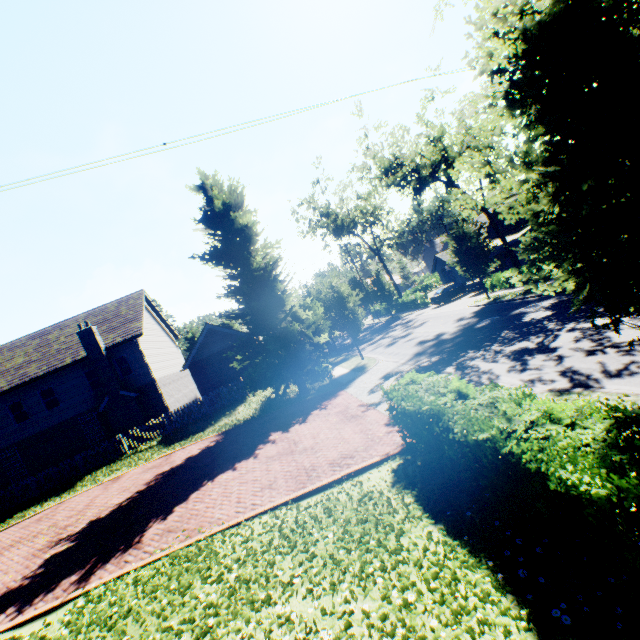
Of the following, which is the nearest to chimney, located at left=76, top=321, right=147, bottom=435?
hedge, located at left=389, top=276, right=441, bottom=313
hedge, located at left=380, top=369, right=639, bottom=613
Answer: hedge, located at left=380, top=369, right=639, bottom=613

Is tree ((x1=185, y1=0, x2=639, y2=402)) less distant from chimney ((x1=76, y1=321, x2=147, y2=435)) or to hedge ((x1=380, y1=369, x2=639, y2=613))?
hedge ((x1=380, y1=369, x2=639, y2=613))

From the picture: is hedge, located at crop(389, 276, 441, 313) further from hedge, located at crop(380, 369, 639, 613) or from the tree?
hedge, located at crop(380, 369, 639, 613)

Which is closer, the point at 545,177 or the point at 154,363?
the point at 545,177

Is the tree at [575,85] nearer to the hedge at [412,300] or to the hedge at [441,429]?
the hedge at [412,300]

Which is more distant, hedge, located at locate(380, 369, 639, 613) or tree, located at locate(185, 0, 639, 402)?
tree, located at locate(185, 0, 639, 402)

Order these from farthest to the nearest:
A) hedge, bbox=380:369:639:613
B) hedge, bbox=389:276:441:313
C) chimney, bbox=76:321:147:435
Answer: hedge, bbox=389:276:441:313, chimney, bbox=76:321:147:435, hedge, bbox=380:369:639:613

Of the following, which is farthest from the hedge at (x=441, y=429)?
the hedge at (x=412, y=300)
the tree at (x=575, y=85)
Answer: the hedge at (x=412, y=300)
